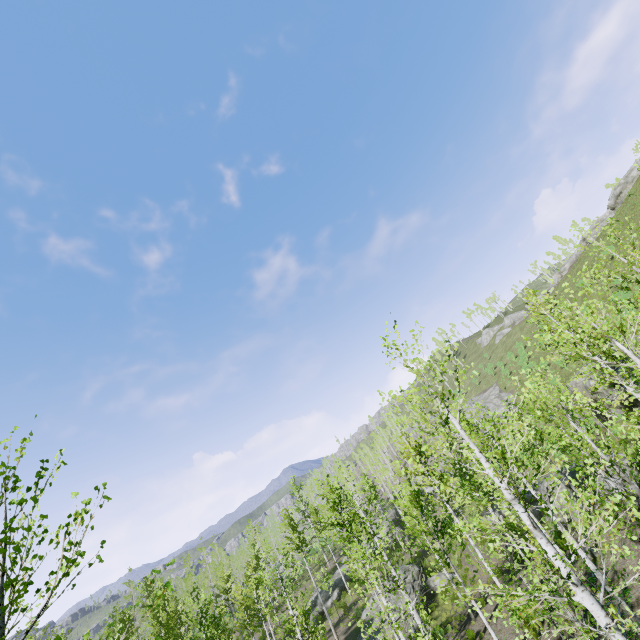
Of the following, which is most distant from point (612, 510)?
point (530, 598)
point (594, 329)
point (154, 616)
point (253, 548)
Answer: point (253, 548)

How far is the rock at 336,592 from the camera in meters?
32.8

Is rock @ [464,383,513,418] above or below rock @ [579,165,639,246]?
below

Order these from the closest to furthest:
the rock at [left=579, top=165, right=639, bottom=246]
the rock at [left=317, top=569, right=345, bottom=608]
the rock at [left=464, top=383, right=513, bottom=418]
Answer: the rock at [left=317, top=569, right=345, bottom=608]
the rock at [left=579, top=165, right=639, bottom=246]
the rock at [left=464, top=383, right=513, bottom=418]

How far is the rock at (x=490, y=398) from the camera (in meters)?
46.09

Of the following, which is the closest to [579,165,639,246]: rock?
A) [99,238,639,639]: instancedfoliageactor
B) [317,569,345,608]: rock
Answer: [99,238,639,639]: instancedfoliageactor

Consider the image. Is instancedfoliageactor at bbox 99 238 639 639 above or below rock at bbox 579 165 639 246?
below
